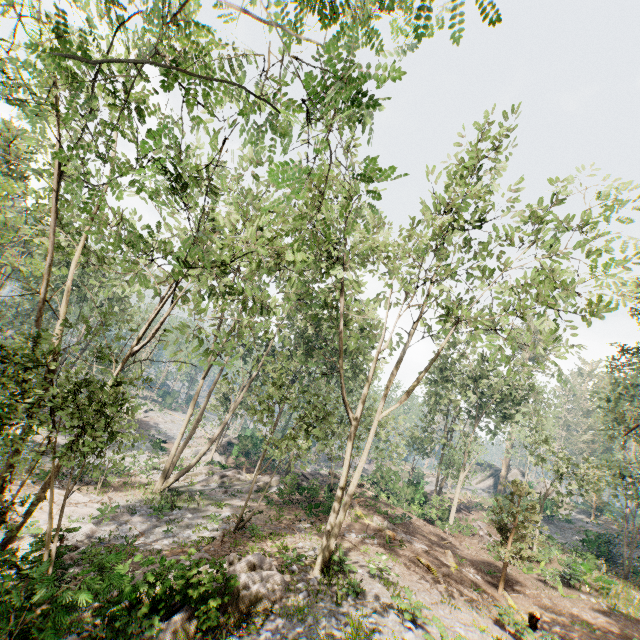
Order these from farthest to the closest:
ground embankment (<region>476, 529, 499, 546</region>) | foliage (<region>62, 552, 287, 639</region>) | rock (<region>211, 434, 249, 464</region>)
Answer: rock (<region>211, 434, 249, 464</region>) < ground embankment (<region>476, 529, 499, 546</region>) < foliage (<region>62, 552, 287, 639</region>)

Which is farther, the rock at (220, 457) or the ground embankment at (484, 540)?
the rock at (220, 457)

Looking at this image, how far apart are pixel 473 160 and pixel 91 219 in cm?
1399

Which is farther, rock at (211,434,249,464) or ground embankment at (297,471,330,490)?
rock at (211,434,249,464)

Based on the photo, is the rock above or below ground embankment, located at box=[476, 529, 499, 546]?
below

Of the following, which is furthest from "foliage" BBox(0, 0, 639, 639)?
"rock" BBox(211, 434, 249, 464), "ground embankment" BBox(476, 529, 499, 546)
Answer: "ground embankment" BBox(476, 529, 499, 546)

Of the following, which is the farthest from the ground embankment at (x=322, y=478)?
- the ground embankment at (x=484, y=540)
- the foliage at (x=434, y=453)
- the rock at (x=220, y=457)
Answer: the ground embankment at (x=484, y=540)

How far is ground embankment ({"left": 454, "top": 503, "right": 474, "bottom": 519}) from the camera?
36.3 meters
